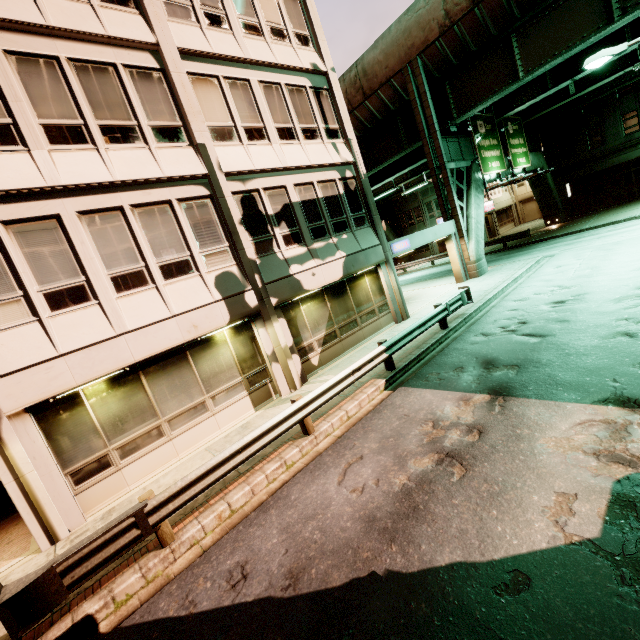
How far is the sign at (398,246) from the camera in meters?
15.2

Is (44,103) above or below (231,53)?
below

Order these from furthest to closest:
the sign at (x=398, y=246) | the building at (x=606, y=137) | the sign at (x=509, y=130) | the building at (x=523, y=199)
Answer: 1. the building at (x=523, y=199)
2. the building at (x=606, y=137)
3. the sign at (x=509, y=130)
4. the sign at (x=398, y=246)

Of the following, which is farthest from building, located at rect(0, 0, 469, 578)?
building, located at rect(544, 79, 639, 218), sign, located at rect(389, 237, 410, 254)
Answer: building, located at rect(544, 79, 639, 218)

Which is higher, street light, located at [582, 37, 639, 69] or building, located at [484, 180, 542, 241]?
street light, located at [582, 37, 639, 69]

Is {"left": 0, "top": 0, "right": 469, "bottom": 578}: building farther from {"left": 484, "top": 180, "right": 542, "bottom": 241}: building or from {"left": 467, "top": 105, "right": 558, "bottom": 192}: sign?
{"left": 484, "top": 180, "right": 542, "bottom": 241}: building

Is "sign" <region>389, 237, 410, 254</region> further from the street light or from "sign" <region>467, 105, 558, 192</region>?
the street light

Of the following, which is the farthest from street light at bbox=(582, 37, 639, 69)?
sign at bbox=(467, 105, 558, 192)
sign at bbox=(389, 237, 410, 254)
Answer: sign at bbox=(389, 237, 410, 254)
